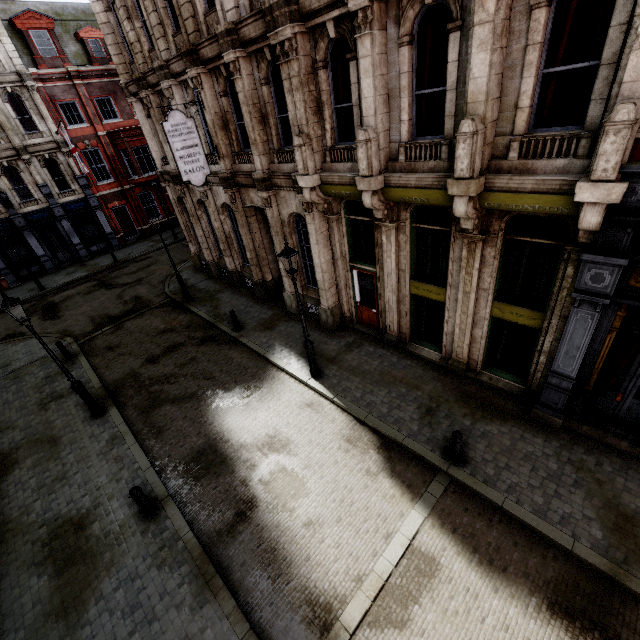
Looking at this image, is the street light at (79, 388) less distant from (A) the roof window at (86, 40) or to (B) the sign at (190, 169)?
(B) the sign at (190, 169)

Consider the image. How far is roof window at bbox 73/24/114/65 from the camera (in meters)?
23.53

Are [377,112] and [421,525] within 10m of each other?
yes

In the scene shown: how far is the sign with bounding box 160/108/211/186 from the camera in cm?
1131

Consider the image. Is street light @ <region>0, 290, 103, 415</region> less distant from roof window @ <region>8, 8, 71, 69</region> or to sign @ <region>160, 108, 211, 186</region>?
sign @ <region>160, 108, 211, 186</region>

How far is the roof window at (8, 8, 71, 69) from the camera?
21.33m

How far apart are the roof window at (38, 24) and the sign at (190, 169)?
20.92m

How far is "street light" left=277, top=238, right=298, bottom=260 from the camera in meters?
8.5
